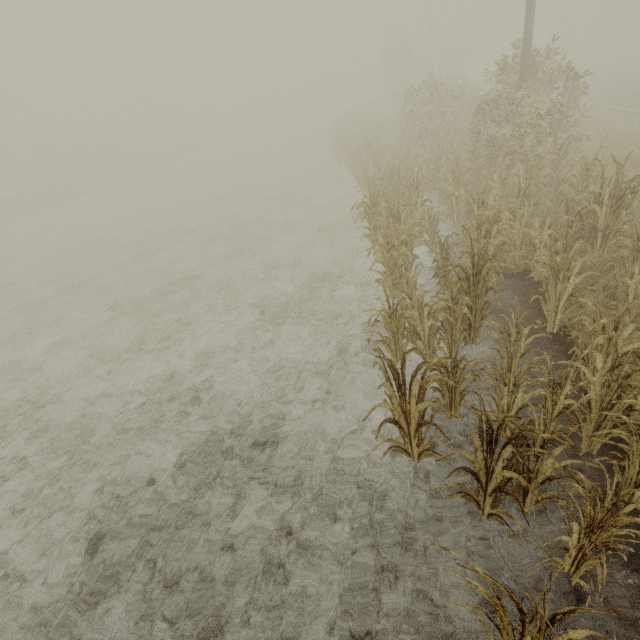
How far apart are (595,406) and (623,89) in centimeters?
2656cm
